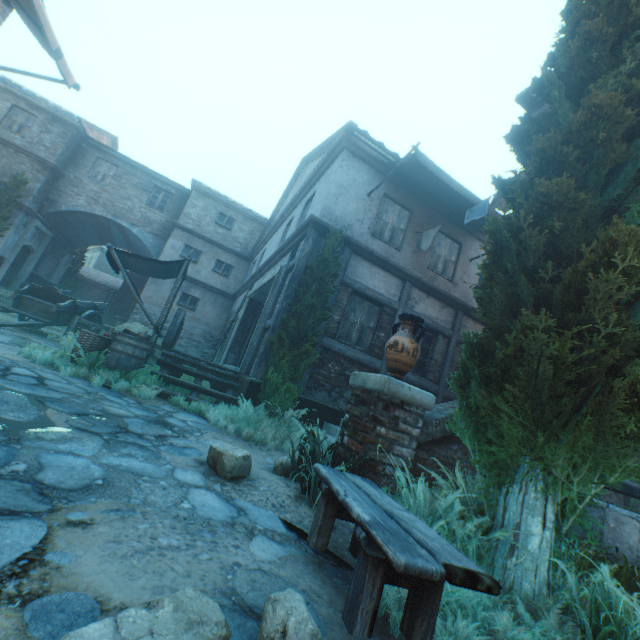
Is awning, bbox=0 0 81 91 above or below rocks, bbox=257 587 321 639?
above

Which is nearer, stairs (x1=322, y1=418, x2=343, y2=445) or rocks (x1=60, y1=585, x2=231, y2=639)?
rocks (x1=60, y1=585, x2=231, y2=639)

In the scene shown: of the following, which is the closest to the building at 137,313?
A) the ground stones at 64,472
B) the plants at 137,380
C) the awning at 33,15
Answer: the awning at 33,15

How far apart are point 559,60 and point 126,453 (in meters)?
6.32

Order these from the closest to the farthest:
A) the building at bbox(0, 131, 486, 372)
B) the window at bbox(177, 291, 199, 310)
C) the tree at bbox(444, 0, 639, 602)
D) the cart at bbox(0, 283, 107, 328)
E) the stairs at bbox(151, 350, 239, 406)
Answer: the tree at bbox(444, 0, 639, 602)
the stairs at bbox(151, 350, 239, 406)
the building at bbox(0, 131, 486, 372)
the cart at bbox(0, 283, 107, 328)
the window at bbox(177, 291, 199, 310)

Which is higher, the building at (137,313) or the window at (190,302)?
the window at (190,302)

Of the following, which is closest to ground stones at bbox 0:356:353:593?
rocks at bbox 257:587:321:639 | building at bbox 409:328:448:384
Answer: rocks at bbox 257:587:321:639

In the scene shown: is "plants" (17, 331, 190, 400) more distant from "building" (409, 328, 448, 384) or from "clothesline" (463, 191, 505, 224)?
"clothesline" (463, 191, 505, 224)
